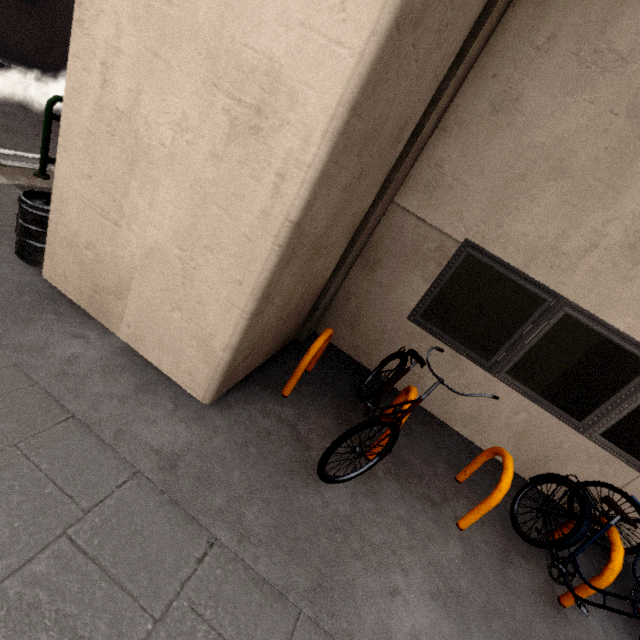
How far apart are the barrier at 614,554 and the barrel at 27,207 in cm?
548

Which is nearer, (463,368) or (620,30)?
(620,30)

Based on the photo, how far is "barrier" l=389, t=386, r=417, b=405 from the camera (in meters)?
2.95

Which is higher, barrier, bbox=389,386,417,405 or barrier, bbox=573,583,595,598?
barrier, bbox=389,386,417,405

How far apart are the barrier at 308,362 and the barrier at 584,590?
2.92m

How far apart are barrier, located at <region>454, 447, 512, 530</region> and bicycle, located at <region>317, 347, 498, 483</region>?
0.82m

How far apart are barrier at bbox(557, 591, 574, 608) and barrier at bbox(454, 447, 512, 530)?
0.9m

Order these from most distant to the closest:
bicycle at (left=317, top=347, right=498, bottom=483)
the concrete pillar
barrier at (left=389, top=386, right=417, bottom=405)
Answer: barrier at (left=389, top=386, right=417, bottom=405) < bicycle at (left=317, top=347, right=498, bottom=483) < the concrete pillar
